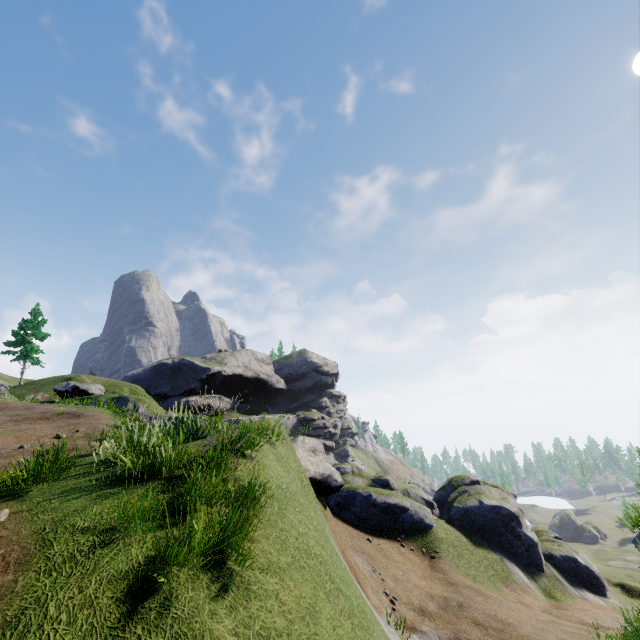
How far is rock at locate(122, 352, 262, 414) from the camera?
48.7 meters

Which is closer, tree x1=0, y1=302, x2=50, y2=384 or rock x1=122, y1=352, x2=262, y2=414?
tree x1=0, y1=302, x2=50, y2=384

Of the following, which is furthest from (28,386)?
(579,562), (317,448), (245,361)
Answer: (579,562)

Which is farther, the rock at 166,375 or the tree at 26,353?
the rock at 166,375

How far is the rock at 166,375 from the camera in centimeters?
4869cm
